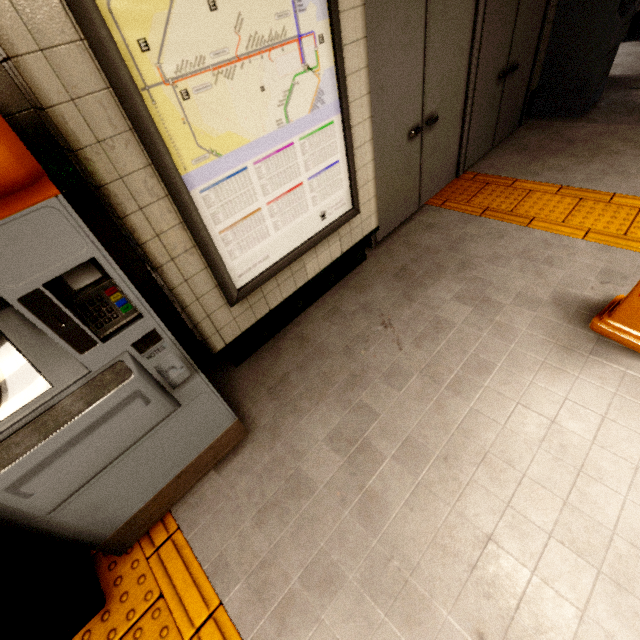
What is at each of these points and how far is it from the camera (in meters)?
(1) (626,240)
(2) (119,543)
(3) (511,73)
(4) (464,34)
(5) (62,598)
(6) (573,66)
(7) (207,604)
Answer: (1) groundtactileadastrip, 2.66
(2) ticket machine, 1.68
(3) door, 3.84
(4) door, 2.91
(5) trash can, 1.39
(6) ticket machine, 4.20
(7) groundtactileadastrip, 1.52

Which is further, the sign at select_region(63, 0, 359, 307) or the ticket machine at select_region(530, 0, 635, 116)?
the ticket machine at select_region(530, 0, 635, 116)

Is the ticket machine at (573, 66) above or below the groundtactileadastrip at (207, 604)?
above

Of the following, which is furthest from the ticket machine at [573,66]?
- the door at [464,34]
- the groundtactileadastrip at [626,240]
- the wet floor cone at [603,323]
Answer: the wet floor cone at [603,323]

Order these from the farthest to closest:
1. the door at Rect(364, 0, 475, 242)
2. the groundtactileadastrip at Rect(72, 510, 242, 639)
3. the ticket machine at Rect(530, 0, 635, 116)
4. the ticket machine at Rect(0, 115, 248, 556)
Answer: the ticket machine at Rect(530, 0, 635, 116) < the door at Rect(364, 0, 475, 242) < the groundtactileadastrip at Rect(72, 510, 242, 639) < the ticket machine at Rect(0, 115, 248, 556)

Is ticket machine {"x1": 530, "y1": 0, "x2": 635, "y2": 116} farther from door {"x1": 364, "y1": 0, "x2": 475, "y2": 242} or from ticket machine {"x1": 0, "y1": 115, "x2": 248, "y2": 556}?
ticket machine {"x1": 0, "y1": 115, "x2": 248, "y2": 556}

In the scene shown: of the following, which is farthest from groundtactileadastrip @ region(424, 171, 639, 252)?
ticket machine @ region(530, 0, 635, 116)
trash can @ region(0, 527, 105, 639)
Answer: ticket machine @ region(530, 0, 635, 116)

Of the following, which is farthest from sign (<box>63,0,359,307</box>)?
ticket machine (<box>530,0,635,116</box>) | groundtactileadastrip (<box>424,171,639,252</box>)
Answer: ticket machine (<box>530,0,635,116</box>)
